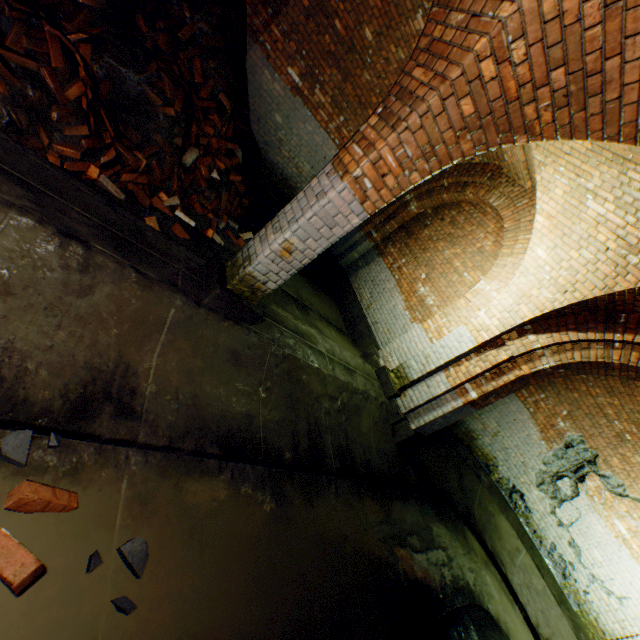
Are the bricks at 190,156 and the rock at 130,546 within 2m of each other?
no

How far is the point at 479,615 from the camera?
4.9 meters

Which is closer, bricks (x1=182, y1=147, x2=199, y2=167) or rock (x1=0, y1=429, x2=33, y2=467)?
rock (x1=0, y1=429, x2=33, y2=467)

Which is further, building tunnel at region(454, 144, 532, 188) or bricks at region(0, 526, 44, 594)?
building tunnel at region(454, 144, 532, 188)

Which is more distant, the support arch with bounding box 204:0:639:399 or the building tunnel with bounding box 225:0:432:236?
the building tunnel with bounding box 225:0:432:236

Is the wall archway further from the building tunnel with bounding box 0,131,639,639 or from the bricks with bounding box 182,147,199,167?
the bricks with bounding box 182,147,199,167

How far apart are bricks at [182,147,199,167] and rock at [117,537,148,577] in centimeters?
475cm

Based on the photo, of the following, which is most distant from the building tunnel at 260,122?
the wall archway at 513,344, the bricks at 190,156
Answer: the bricks at 190,156
